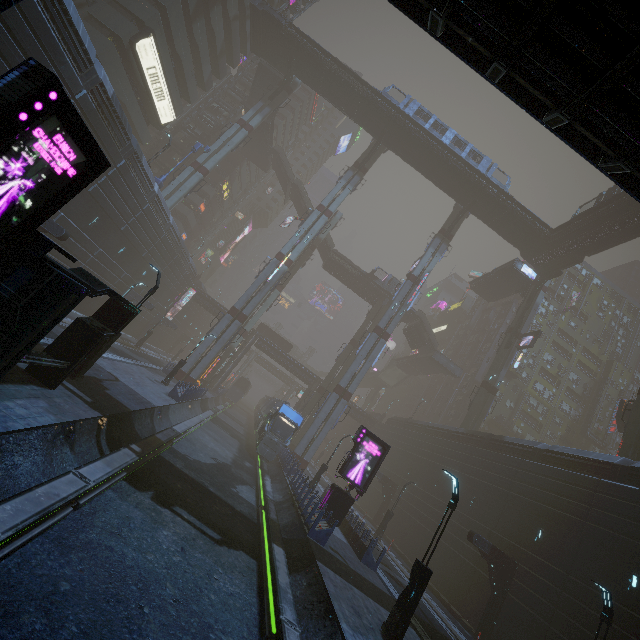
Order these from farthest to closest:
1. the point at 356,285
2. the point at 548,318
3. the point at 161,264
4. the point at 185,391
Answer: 1. the point at 548,318
2. the point at 356,285
3. the point at 161,264
4. the point at 185,391

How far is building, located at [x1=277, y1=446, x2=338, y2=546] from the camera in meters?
15.3 m

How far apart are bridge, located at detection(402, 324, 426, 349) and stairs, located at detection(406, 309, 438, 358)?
0.0 meters

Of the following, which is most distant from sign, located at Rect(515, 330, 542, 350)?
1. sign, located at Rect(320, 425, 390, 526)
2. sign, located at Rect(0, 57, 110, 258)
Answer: sign, located at Rect(0, 57, 110, 258)

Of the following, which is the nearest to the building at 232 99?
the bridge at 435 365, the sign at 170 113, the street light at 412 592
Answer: the sign at 170 113

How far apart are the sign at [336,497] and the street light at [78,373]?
14.1m

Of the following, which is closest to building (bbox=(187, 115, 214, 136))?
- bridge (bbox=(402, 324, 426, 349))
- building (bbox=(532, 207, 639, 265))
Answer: building (bbox=(532, 207, 639, 265))

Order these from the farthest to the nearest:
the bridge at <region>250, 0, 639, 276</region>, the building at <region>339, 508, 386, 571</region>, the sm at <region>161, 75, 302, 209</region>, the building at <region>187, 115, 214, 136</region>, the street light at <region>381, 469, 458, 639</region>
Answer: the building at <region>187, 115, 214, 136</region>
the sm at <region>161, 75, 302, 209</region>
the bridge at <region>250, 0, 639, 276</region>
the building at <region>339, 508, 386, 571</region>
the street light at <region>381, 469, 458, 639</region>
